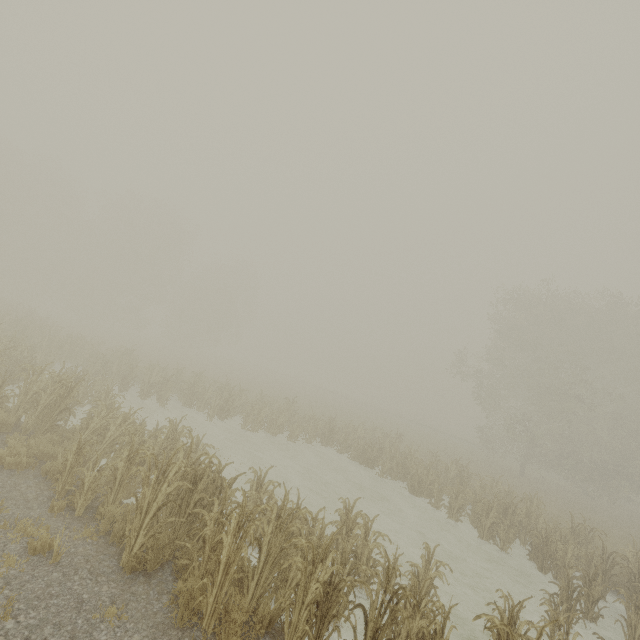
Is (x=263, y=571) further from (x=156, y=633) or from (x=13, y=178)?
(x=13, y=178)
